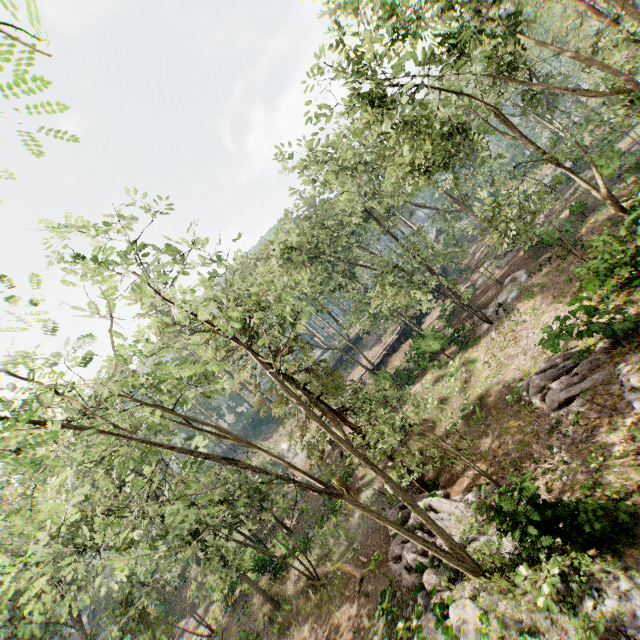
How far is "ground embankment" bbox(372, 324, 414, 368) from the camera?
38.9 meters

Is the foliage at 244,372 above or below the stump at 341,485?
below

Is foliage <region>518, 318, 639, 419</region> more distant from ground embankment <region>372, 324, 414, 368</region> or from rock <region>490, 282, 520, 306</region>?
rock <region>490, 282, 520, 306</region>

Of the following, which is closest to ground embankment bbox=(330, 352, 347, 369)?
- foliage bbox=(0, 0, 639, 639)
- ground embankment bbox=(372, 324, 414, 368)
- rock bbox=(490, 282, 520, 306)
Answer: foliage bbox=(0, 0, 639, 639)

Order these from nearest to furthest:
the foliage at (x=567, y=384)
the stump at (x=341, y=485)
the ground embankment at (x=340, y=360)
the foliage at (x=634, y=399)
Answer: the foliage at (x=634, y=399), the foliage at (x=567, y=384), the stump at (x=341, y=485), the ground embankment at (x=340, y=360)

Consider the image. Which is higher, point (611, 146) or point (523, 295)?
point (611, 146)

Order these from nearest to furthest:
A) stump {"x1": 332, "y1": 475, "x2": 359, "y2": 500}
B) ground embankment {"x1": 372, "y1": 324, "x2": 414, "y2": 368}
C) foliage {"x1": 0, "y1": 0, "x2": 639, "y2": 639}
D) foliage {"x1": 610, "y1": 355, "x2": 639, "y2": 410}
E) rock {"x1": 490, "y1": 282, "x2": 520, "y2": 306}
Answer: foliage {"x1": 0, "y1": 0, "x2": 639, "y2": 639} < foliage {"x1": 610, "y1": 355, "x2": 639, "y2": 410} < stump {"x1": 332, "y1": 475, "x2": 359, "y2": 500} < rock {"x1": 490, "y1": 282, "x2": 520, "y2": 306} < ground embankment {"x1": 372, "y1": 324, "x2": 414, "y2": 368}

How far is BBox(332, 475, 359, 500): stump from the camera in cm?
2265
